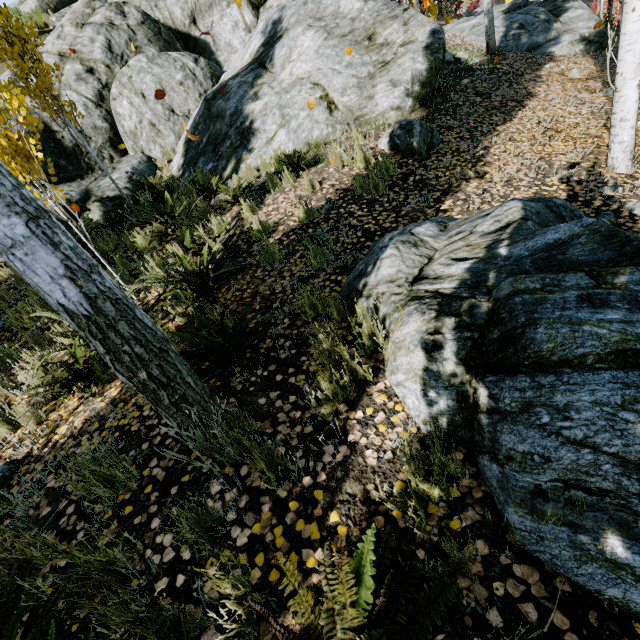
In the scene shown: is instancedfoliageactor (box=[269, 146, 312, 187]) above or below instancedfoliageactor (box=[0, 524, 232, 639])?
above

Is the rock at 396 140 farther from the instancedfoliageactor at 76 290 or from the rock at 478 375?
the rock at 478 375

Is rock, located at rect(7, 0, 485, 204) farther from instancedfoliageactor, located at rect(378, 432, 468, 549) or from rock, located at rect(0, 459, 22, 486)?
rock, located at rect(0, 459, 22, 486)

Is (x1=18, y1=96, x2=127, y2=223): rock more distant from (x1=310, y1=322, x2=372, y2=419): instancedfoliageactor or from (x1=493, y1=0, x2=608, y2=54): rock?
(x1=493, y1=0, x2=608, y2=54): rock

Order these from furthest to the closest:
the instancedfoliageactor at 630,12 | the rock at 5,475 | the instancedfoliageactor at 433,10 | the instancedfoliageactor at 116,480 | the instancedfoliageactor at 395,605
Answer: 1. the instancedfoliageactor at 433,10
2. the instancedfoliageactor at 630,12
3. the rock at 5,475
4. the instancedfoliageactor at 116,480
5. the instancedfoliageactor at 395,605

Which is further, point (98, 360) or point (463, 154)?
point (463, 154)

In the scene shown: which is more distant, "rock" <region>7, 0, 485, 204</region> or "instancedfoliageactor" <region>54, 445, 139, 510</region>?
"rock" <region>7, 0, 485, 204</region>

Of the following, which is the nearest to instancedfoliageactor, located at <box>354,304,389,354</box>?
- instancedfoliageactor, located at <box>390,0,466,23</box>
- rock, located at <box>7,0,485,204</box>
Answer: rock, located at <box>7,0,485,204</box>
